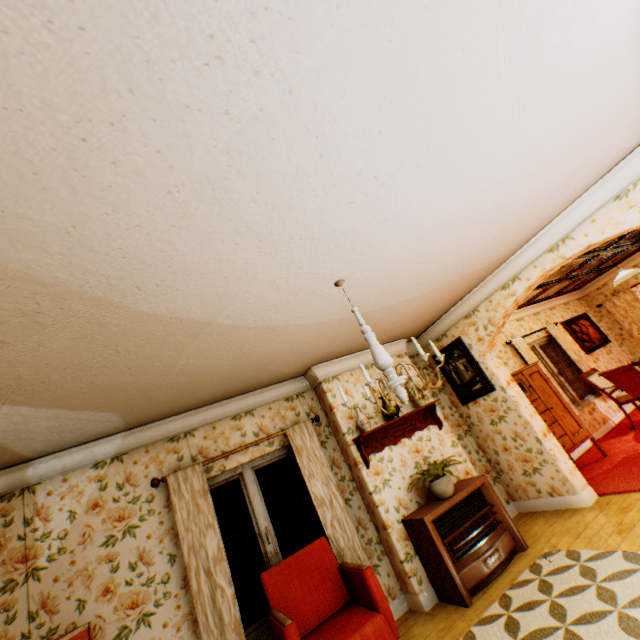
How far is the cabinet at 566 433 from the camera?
5.4m

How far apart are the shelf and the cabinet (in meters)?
1.42

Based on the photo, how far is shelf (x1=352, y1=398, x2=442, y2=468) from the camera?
4.40m

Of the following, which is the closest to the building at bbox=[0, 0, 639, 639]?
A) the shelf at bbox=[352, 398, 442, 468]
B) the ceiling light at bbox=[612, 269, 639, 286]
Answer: the shelf at bbox=[352, 398, 442, 468]

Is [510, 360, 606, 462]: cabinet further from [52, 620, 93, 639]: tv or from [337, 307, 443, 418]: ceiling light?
[52, 620, 93, 639]: tv

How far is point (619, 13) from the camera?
1.72m

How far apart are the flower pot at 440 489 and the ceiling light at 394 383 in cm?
202

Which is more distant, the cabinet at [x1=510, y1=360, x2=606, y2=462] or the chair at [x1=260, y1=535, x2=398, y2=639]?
the cabinet at [x1=510, y1=360, x2=606, y2=462]
